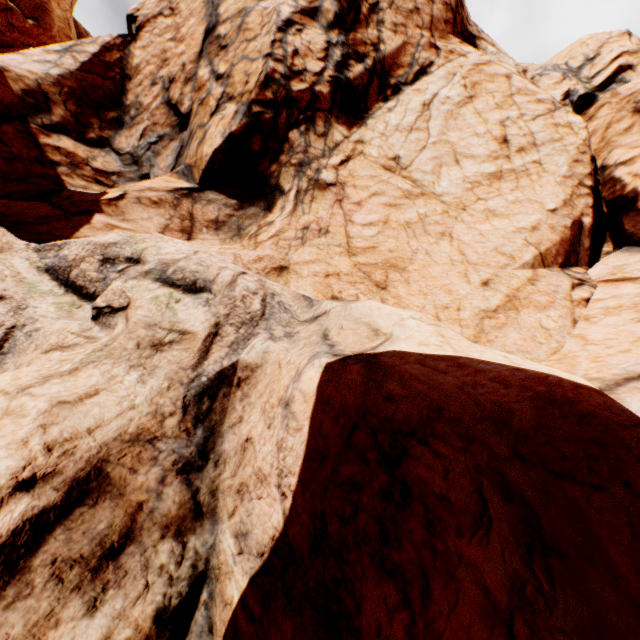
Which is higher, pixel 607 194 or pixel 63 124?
pixel 607 194
